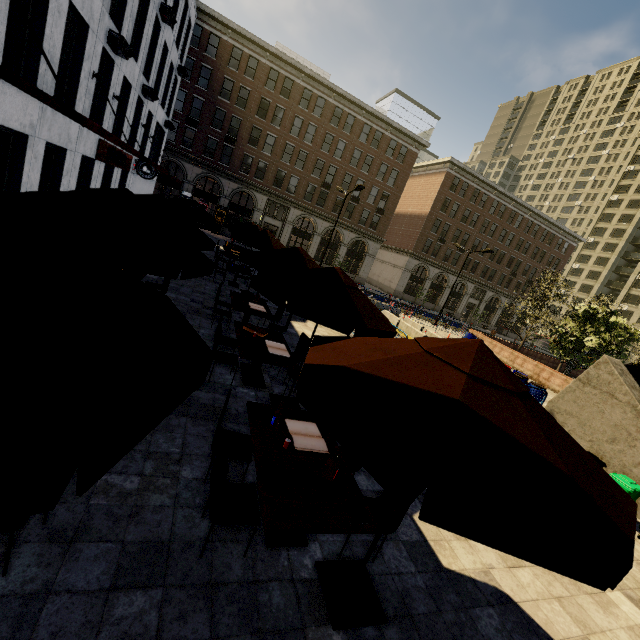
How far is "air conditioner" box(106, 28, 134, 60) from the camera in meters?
12.0 m

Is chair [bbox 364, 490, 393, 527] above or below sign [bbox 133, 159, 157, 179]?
below

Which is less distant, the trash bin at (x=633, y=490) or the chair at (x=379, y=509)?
the chair at (x=379, y=509)

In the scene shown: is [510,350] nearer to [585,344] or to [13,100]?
[585,344]

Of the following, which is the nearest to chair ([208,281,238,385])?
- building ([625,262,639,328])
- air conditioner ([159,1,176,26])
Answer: air conditioner ([159,1,176,26])

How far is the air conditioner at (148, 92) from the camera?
17.5 meters

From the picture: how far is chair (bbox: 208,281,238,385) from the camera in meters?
6.2 m

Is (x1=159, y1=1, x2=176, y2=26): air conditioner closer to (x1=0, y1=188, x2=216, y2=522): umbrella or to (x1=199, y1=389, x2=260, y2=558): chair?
(x1=0, y1=188, x2=216, y2=522): umbrella
